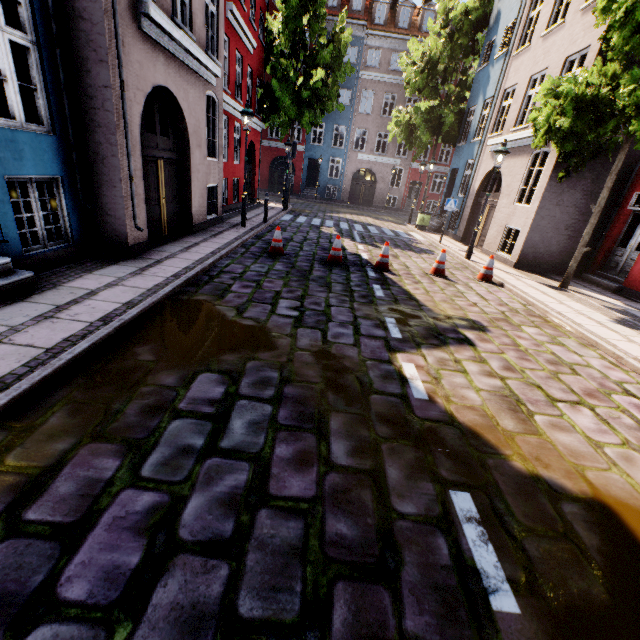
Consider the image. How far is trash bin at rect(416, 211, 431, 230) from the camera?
18.05m

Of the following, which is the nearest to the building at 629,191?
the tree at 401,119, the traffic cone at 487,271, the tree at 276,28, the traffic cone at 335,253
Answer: the tree at 401,119

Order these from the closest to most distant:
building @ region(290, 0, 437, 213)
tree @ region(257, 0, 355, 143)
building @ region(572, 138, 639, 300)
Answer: building @ region(572, 138, 639, 300), tree @ region(257, 0, 355, 143), building @ region(290, 0, 437, 213)

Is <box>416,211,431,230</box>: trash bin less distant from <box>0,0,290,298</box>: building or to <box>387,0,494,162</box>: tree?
<box>0,0,290,298</box>: building

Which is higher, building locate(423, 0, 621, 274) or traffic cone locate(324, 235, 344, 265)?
building locate(423, 0, 621, 274)

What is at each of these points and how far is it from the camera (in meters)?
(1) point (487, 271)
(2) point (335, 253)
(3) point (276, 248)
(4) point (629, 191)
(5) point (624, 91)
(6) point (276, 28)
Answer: (1) traffic cone, 9.21
(2) traffic cone, 8.79
(3) traffic cone, 8.81
(4) building, 10.08
(5) tree, 6.53
(6) tree, 19.02

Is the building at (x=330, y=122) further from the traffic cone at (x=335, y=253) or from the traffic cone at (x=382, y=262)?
the traffic cone at (x=382, y=262)

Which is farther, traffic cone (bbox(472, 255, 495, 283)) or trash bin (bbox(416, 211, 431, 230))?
trash bin (bbox(416, 211, 431, 230))
